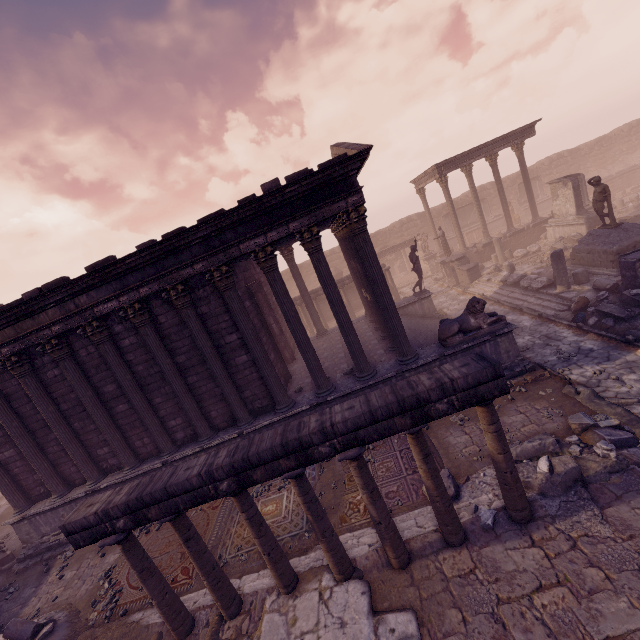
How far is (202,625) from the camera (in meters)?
6.09

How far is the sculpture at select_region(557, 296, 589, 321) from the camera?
11.7 meters

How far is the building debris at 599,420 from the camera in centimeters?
666cm

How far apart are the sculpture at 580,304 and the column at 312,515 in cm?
A: 1126

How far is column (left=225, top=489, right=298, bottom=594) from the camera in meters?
5.5

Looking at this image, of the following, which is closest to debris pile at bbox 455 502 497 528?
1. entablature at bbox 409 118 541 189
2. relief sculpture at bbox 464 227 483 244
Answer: entablature at bbox 409 118 541 189

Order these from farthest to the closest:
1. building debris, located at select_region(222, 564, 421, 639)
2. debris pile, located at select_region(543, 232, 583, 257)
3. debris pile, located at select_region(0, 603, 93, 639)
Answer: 1. debris pile, located at select_region(543, 232, 583, 257)
2. debris pile, located at select_region(0, 603, 93, 639)
3. building debris, located at select_region(222, 564, 421, 639)

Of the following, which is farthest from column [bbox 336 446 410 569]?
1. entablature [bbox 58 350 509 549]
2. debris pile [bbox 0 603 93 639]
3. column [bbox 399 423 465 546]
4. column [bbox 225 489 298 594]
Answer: debris pile [bbox 0 603 93 639]
